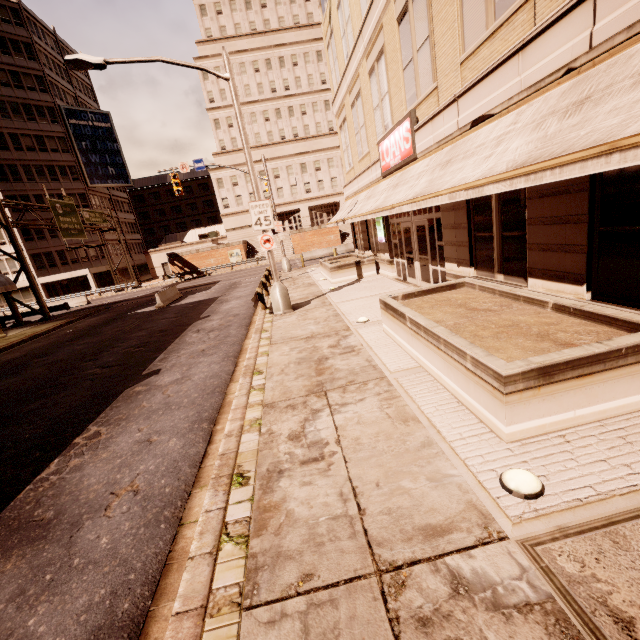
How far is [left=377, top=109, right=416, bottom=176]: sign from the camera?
10.29m

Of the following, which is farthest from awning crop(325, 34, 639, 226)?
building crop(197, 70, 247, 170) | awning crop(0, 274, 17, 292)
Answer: building crop(197, 70, 247, 170)

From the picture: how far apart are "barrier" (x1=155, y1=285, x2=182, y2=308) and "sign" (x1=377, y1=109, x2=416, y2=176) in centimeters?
1654cm

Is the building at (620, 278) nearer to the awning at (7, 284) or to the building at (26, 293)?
the awning at (7, 284)

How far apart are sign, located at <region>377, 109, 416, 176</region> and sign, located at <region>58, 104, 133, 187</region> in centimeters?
5145cm

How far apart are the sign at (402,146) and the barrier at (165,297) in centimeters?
1654cm

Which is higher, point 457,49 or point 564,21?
point 457,49

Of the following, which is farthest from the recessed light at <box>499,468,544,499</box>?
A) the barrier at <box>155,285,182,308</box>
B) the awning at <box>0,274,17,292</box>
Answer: the awning at <box>0,274,17,292</box>
